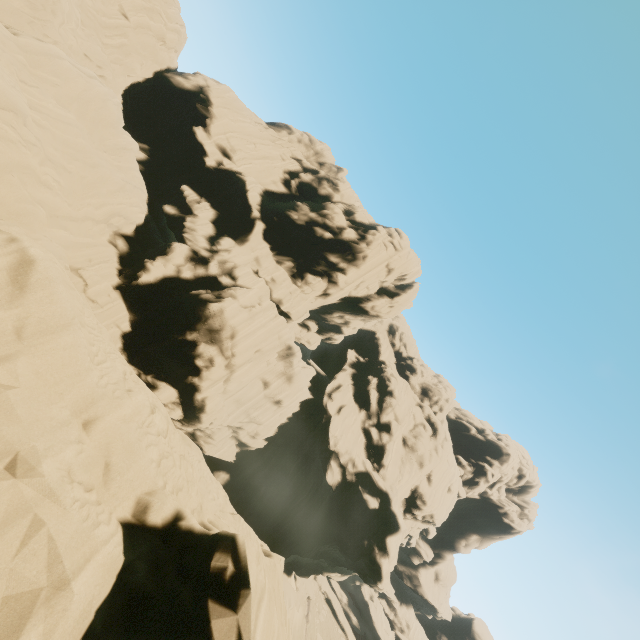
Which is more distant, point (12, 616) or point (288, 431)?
point (288, 431)
